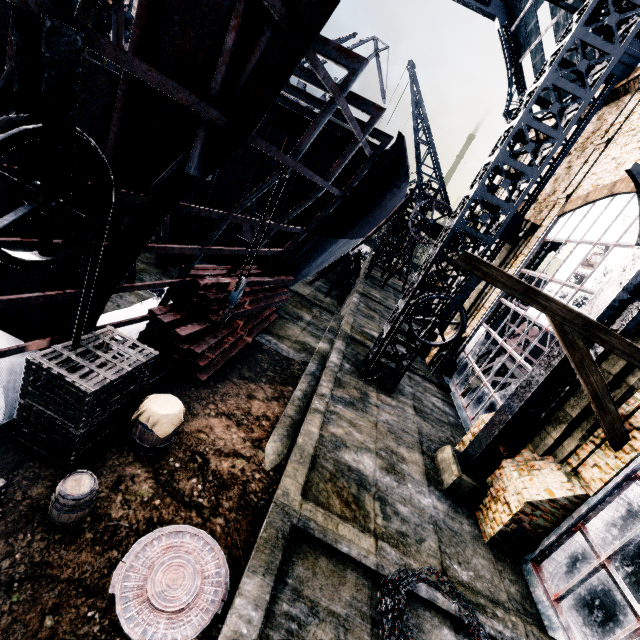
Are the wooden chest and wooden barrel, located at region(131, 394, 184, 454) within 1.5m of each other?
yes

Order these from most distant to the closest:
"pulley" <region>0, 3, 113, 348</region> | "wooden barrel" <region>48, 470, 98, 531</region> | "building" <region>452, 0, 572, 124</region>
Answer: "building" <region>452, 0, 572, 124</region>
"wooden barrel" <region>48, 470, 98, 531</region>
"pulley" <region>0, 3, 113, 348</region>

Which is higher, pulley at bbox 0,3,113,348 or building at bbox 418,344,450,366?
pulley at bbox 0,3,113,348

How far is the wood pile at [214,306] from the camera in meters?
9.4

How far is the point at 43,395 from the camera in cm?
577

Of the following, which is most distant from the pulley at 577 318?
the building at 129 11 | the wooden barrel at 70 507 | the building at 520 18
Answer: the building at 520 18

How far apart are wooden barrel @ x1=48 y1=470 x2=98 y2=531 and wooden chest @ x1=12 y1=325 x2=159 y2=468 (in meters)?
0.71

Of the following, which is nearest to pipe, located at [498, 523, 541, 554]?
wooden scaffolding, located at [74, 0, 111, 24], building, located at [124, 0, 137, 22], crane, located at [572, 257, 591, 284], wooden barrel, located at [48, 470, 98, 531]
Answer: building, located at [124, 0, 137, 22]
